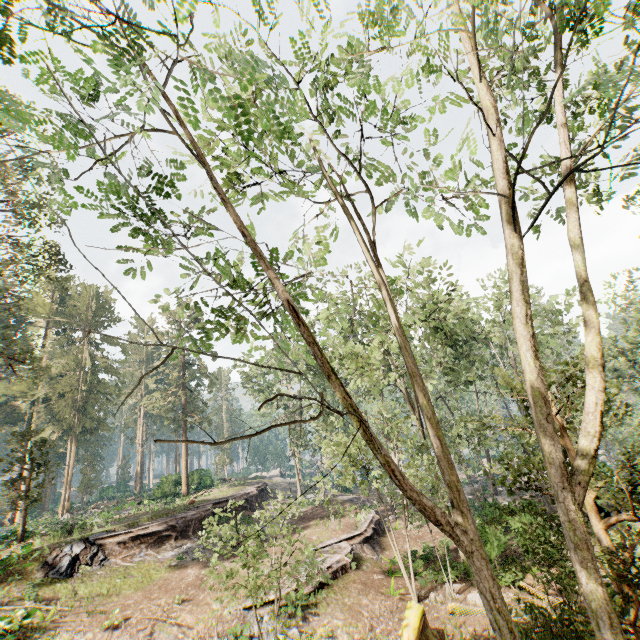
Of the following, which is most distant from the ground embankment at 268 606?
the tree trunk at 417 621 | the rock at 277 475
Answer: the tree trunk at 417 621

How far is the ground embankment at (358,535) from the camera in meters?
17.8 m

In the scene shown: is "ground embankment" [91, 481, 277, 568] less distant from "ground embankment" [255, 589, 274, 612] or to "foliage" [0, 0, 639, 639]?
"foliage" [0, 0, 639, 639]

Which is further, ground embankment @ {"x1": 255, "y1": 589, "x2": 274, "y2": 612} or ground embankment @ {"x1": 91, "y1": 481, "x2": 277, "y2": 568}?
ground embankment @ {"x1": 91, "y1": 481, "x2": 277, "y2": 568}

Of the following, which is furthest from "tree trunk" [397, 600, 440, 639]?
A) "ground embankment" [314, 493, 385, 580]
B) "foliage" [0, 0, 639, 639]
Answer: "ground embankment" [314, 493, 385, 580]

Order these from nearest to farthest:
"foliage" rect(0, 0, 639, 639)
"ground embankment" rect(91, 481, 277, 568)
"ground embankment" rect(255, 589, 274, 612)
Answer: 1. "foliage" rect(0, 0, 639, 639)
2. "ground embankment" rect(255, 589, 274, 612)
3. "ground embankment" rect(91, 481, 277, 568)

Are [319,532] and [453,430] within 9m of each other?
no

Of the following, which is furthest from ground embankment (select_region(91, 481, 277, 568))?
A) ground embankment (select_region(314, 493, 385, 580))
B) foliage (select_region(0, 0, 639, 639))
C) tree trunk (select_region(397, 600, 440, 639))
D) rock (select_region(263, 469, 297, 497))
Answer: tree trunk (select_region(397, 600, 440, 639))
